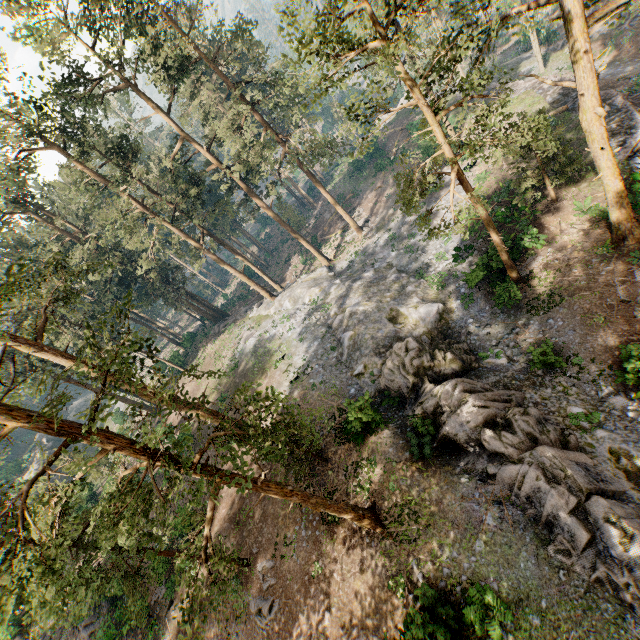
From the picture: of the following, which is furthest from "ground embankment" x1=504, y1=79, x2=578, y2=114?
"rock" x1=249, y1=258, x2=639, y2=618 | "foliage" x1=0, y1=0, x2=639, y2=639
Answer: "rock" x1=249, y1=258, x2=639, y2=618

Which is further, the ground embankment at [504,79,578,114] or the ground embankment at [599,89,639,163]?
the ground embankment at [504,79,578,114]

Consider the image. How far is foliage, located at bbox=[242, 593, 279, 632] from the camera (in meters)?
16.17

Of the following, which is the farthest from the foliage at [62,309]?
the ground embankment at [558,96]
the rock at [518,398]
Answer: the ground embankment at [558,96]

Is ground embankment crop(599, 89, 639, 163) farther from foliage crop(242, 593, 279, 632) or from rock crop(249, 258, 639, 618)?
rock crop(249, 258, 639, 618)

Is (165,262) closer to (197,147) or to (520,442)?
(197,147)

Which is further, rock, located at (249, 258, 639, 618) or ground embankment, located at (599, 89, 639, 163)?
ground embankment, located at (599, 89, 639, 163)

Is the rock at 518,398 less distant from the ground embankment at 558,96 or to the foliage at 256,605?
the foliage at 256,605
